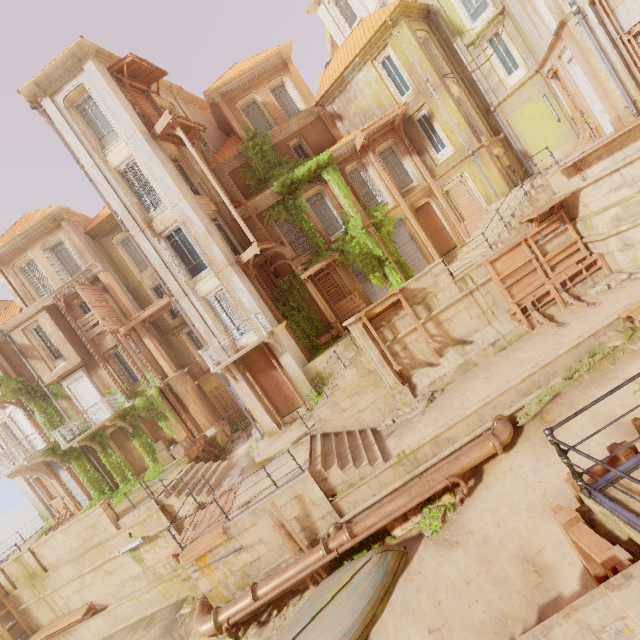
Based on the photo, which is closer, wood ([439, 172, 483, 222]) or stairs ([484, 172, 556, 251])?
stairs ([484, 172, 556, 251])

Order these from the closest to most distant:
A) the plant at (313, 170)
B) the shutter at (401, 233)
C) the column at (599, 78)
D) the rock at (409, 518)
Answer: the rock at (409, 518)
the column at (599, 78)
the plant at (313, 170)
the shutter at (401, 233)

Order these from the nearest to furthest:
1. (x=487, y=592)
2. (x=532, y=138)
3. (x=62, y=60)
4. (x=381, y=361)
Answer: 1. (x=487, y=592)
2. (x=381, y=361)
3. (x=62, y=60)
4. (x=532, y=138)

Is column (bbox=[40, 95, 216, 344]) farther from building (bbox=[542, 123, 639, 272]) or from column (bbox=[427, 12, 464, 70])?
column (bbox=[427, 12, 464, 70])

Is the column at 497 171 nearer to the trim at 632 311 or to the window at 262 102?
the window at 262 102

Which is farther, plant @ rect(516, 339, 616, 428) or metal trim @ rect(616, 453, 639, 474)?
plant @ rect(516, 339, 616, 428)

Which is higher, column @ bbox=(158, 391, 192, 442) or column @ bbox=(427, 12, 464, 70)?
column @ bbox=(427, 12, 464, 70)

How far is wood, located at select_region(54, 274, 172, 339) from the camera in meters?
18.6
